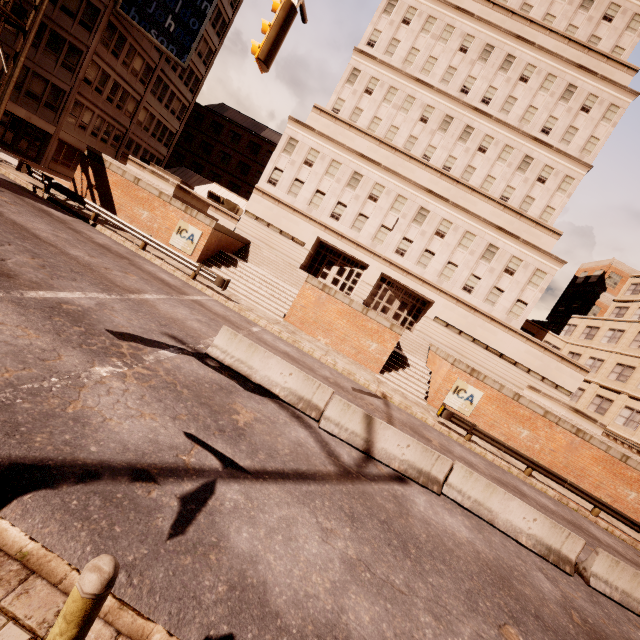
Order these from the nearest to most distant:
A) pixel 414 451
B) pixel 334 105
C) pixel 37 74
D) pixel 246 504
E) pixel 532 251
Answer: pixel 246 504 < pixel 414 451 < pixel 37 74 < pixel 532 251 < pixel 334 105

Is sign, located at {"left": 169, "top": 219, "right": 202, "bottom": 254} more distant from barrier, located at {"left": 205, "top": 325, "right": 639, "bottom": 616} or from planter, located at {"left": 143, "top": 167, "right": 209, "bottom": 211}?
barrier, located at {"left": 205, "top": 325, "right": 639, "bottom": 616}

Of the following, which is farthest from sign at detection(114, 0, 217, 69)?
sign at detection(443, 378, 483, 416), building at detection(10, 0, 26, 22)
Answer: sign at detection(443, 378, 483, 416)

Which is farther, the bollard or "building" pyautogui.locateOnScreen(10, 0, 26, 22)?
"building" pyautogui.locateOnScreen(10, 0, 26, 22)

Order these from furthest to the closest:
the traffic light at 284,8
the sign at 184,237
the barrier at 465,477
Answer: the sign at 184,237
the barrier at 465,477
the traffic light at 284,8

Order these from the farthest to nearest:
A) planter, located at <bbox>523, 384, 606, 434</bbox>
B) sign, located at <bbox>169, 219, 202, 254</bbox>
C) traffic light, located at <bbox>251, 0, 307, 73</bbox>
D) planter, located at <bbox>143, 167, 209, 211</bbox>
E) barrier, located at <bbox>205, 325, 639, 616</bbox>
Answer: planter, located at <bbox>143, 167, 209, 211</bbox>
sign, located at <bbox>169, 219, 202, 254</bbox>
planter, located at <bbox>523, 384, 606, 434</bbox>
barrier, located at <bbox>205, 325, 639, 616</bbox>
traffic light, located at <bbox>251, 0, 307, 73</bbox>

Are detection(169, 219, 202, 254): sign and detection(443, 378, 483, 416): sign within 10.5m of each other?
no

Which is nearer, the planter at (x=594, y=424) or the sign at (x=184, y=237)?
the planter at (x=594, y=424)
